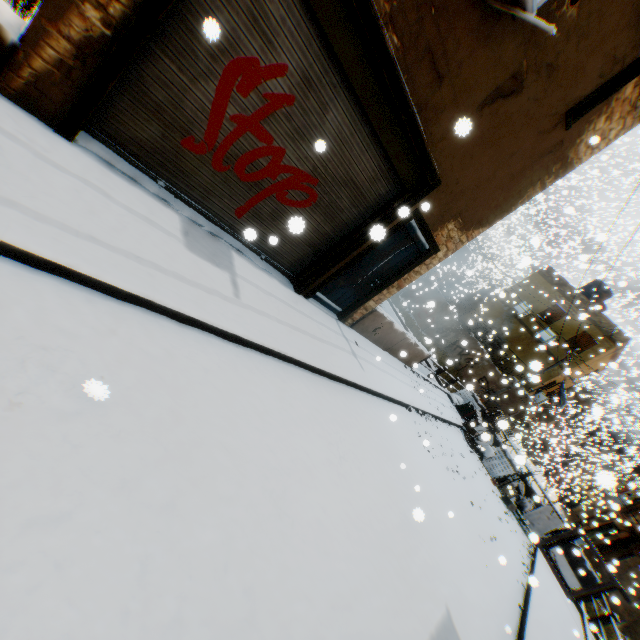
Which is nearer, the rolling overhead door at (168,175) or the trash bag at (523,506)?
the rolling overhead door at (168,175)

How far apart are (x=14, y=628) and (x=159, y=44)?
4.7m

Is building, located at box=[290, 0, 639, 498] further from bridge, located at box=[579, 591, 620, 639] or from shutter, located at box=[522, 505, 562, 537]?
shutter, located at box=[522, 505, 562, 537]

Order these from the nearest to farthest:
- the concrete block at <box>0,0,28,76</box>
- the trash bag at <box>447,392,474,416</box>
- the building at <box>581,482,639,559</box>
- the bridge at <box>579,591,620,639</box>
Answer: the concrete block at <box>0,0,28,76</box> → the bridge at <box>579,591,620,639</box> → the trash bag at <box>447,392,474,416</box> → the building at <box>581,482,639,559</box>

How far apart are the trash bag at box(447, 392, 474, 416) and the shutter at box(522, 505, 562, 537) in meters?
4.3

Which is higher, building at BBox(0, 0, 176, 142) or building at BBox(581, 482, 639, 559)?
building at BBox(581, 482, 639, 559)

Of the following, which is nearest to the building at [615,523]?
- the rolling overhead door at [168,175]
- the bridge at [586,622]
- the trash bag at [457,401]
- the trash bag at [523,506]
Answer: the rolling overhead door at [168,175]

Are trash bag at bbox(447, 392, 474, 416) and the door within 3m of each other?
no
